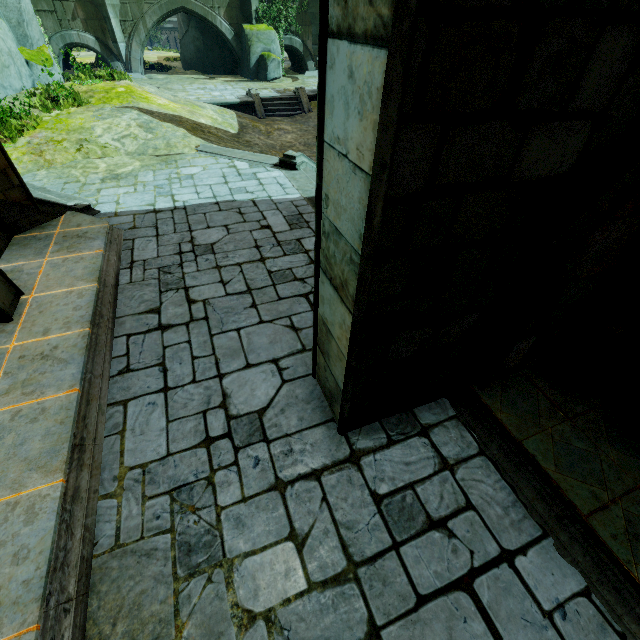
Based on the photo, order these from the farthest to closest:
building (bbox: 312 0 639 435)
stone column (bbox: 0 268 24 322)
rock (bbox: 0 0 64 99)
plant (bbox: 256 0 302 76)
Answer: plant (bbox: 256 0 302 76)
rock (bbox: 0 0 64 99)
stone column (bbox: 0 268 24 322)
building (bbox: 312 0 639 435)

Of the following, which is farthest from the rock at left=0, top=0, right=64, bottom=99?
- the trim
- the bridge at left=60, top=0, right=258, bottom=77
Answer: the trim

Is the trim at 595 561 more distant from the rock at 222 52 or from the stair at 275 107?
the rock at 222 52

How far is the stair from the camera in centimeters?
1925cm

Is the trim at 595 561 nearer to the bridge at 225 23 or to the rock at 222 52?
the rock at 222 52

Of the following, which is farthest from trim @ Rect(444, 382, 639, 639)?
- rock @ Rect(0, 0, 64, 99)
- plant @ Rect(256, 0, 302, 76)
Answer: plant @ Rect(256, 0, 302, 76)

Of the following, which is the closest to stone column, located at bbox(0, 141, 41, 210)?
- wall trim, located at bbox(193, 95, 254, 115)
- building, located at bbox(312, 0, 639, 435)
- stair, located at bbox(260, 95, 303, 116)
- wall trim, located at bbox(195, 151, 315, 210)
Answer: wall trim, located at bbox(195, 151, 315, 210)

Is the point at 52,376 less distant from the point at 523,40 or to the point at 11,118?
the point at 523,40
